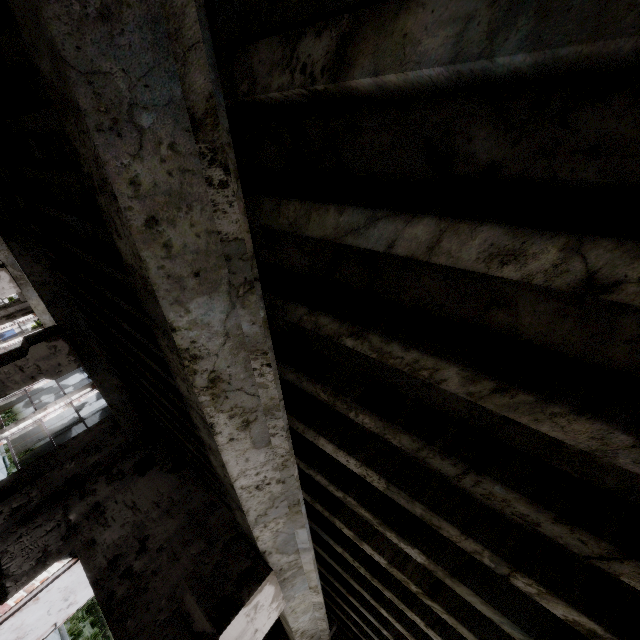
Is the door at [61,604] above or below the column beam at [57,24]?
below

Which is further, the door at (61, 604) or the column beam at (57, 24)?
the door at (61, 604)

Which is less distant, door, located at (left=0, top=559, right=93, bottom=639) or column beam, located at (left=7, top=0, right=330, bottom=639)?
column beam, located at (left=7, top=0, right=330, bottom=639)

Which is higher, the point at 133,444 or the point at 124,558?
the point at 133,444

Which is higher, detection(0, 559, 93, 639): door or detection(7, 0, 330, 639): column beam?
detection(7, 0, 330, 639): column beam
